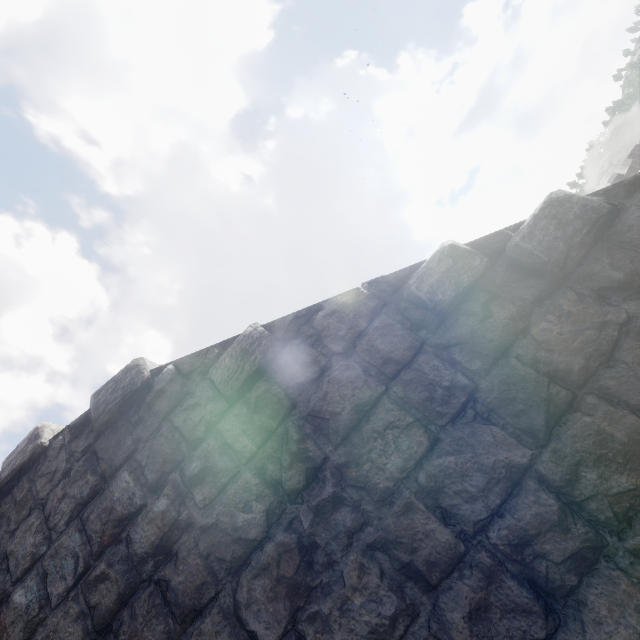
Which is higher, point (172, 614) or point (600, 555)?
point (172, 614)
